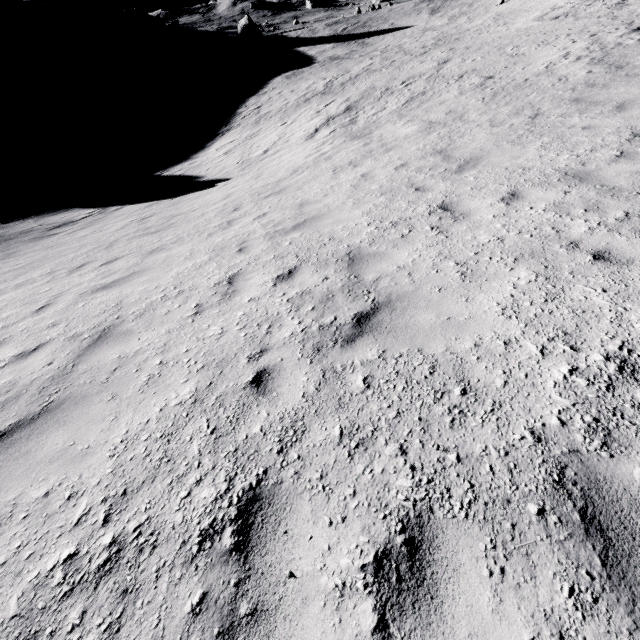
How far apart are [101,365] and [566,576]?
5.0 meters
